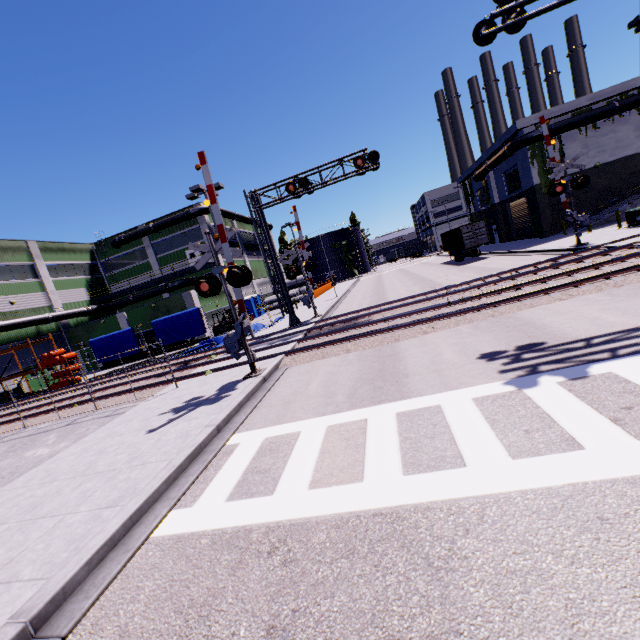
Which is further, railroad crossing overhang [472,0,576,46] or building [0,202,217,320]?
building [0,202,217,320]

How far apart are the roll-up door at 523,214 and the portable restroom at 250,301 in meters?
26.7

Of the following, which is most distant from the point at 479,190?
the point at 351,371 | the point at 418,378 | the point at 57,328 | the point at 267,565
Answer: the point at 57,328

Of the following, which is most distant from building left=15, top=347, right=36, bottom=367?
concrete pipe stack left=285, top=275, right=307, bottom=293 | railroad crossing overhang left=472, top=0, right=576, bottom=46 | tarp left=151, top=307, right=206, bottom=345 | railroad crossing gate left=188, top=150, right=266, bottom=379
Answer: railroad crossing gate left=188, top=150, right=266, bottom=379

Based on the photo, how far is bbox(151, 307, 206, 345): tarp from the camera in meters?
22.5

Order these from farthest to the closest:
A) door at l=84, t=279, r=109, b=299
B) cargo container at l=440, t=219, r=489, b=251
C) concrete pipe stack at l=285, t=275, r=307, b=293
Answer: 1. concrete pipe stack at l=285, t=275, r=307, b=293
2. door at l=84, t=279, r=109, b=299
3. cargo container at l=440, t=219, r=489, b=251

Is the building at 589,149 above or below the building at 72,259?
below

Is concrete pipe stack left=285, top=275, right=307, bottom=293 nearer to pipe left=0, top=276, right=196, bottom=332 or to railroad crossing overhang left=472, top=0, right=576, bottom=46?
pipe left=0, top=276, right=196, bottom=332
